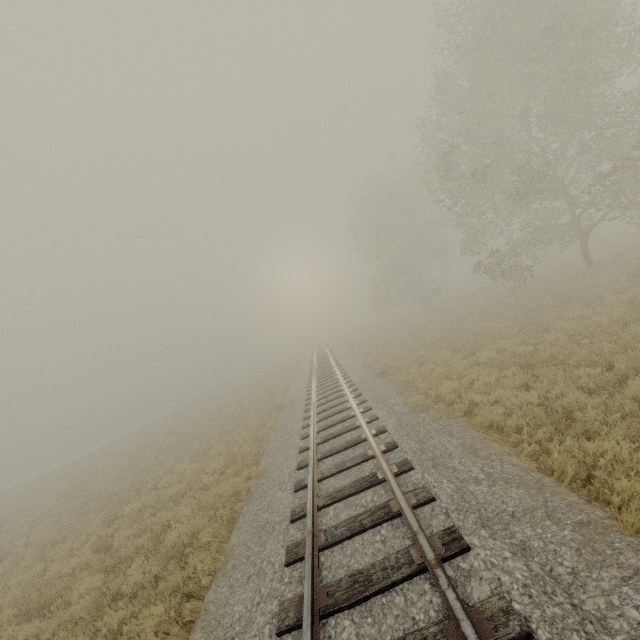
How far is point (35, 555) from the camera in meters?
10.4 m
